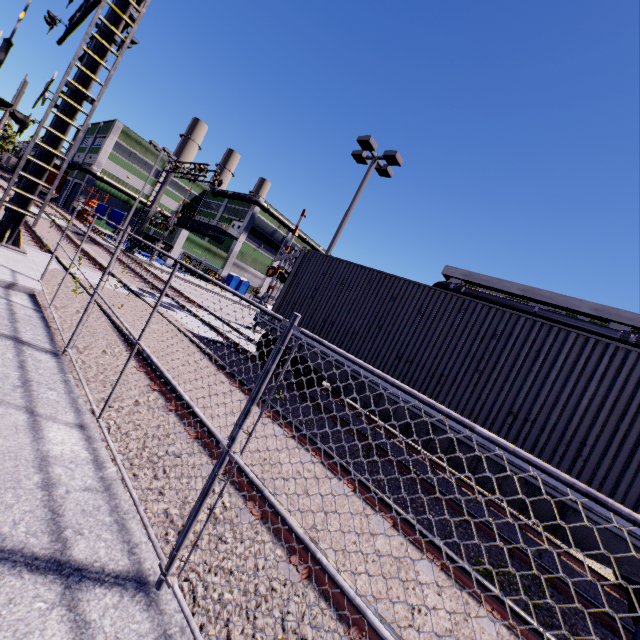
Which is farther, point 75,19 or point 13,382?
point 75,19

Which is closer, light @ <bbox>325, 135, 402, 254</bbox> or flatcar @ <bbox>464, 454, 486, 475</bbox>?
flatcar @ <bbox>464, 454, 486, 475</bbox>

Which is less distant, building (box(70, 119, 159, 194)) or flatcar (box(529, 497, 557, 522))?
flatcar (box(529, 497, 557, 522))

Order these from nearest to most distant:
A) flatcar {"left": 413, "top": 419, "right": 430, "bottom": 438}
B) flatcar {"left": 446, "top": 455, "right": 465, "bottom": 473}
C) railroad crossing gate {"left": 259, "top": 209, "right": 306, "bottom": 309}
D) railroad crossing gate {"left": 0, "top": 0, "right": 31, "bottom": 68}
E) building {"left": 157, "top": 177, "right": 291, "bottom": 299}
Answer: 1. flatcar {"left": 446, "top": 455, "right": 465, "bottom": 473}
2. flatcar {"left": 413, "top": 419, "right": 430, "bottom": 438}
3. railroad crossing gate {"left": 0, "top": 0, "right": 31, "bottom": 68}
4. railroad crossing gate {"left": 259, "top": 209, "right": 306, "bottom": 309}
5. building {"left": 157, "top": 177, "right": 291, "bottom": 299}

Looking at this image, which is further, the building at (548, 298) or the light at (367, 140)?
the building at (548, 298)

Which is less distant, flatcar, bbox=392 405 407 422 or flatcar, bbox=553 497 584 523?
flatcar, bbox=553 497 584 523

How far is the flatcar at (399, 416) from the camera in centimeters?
702cm

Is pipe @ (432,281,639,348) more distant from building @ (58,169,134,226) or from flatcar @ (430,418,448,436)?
flatcar @ (430,418,448,436)
